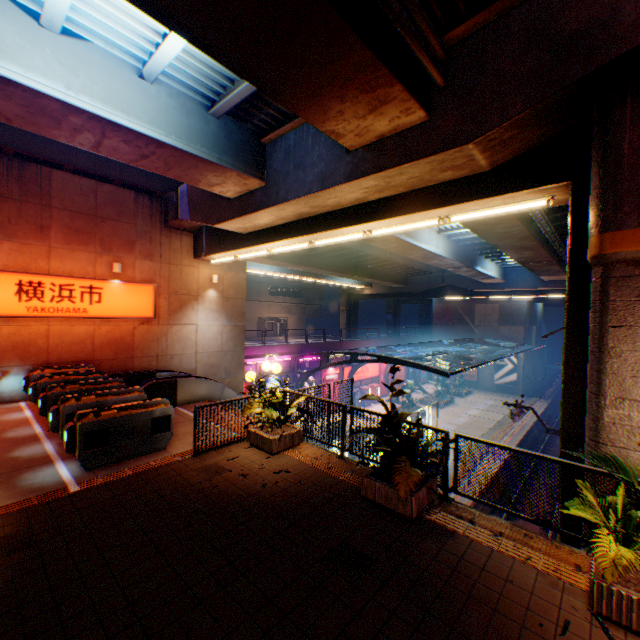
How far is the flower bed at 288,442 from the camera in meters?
7.8 m

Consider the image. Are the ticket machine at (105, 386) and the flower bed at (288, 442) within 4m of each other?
yes

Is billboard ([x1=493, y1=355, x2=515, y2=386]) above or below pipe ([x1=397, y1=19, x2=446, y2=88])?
below

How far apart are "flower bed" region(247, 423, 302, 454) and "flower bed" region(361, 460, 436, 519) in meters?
2.5

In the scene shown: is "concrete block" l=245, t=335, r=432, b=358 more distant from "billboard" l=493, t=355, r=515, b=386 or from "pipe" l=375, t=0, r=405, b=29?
"pipe" l=375, t=0, r=405, b=29

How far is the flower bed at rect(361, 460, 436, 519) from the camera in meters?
5.4 m

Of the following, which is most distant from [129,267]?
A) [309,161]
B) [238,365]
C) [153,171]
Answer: [309,161]

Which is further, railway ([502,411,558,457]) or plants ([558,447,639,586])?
railway ([502,411,558,457])
